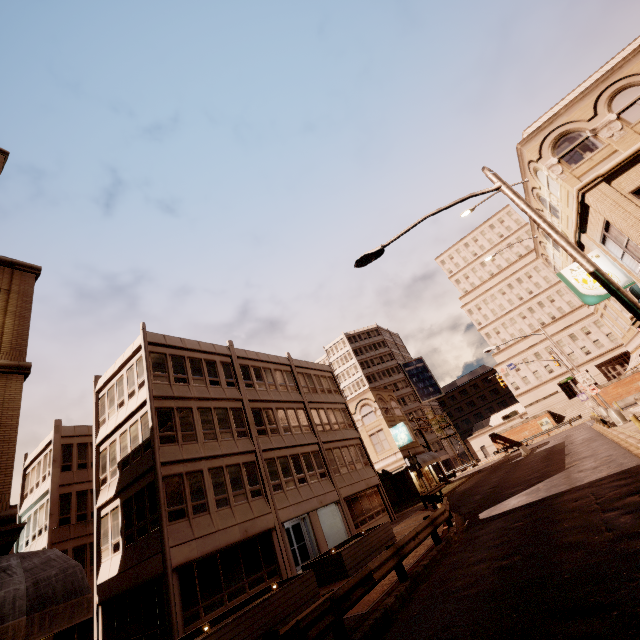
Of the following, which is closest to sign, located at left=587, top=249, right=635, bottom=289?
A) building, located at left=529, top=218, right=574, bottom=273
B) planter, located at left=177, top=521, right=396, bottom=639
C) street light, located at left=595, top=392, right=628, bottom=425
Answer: building, located at left=529, top=218, right=574, bottom=273

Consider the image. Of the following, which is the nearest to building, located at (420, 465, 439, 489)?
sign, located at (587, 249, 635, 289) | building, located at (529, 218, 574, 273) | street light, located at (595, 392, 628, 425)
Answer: street light, located at (595, 392, 628, 425)

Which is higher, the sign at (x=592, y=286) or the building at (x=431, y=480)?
the sign at (x=592, y=286)

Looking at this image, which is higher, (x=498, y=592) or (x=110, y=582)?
(x=110, y=582)

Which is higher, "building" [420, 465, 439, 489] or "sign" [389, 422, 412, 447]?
"sign" [389, 422, 412, 447]

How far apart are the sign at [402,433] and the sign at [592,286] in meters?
27.3

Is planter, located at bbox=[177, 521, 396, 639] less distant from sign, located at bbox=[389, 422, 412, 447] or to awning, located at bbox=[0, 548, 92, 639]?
awning, located at bbox=[0, 548, 92, 639]

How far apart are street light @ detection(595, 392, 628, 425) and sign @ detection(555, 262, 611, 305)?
17.85m
